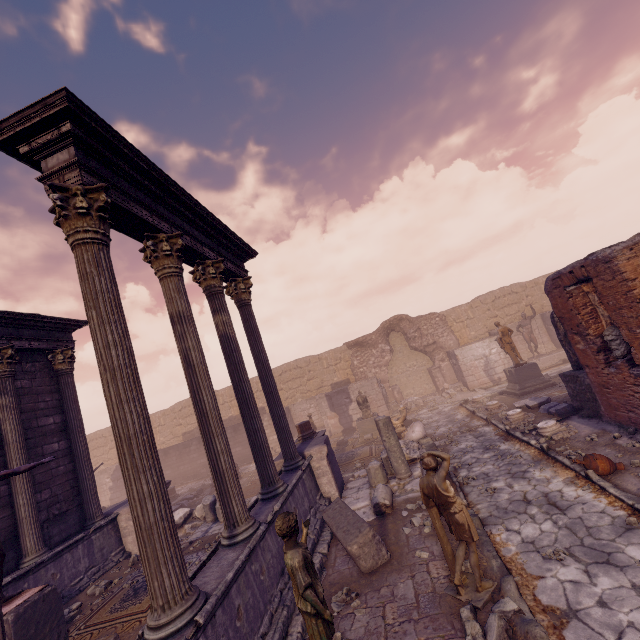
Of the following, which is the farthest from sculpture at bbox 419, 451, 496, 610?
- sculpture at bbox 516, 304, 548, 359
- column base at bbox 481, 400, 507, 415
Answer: sculpture at bbox 516, 304, 548, 359

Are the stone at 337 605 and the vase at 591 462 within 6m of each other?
yes

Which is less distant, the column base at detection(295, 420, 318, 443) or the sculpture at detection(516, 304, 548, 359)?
the column base at detection(295, 420, 318, 443)

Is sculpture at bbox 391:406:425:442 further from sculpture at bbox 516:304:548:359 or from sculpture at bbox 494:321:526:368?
sculpture at bbox 516:304:548:359

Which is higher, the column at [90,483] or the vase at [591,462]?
the column at [90,483]

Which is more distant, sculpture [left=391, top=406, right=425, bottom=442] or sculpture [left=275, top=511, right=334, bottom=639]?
sculpture [left=391, top=406, right=425, bottom=442]

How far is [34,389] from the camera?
9.5m

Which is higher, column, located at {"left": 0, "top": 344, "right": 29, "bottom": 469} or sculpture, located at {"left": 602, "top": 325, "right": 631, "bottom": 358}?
column, located at {"left": 0, "top": 344, "right": 29, "bottom": 469}
